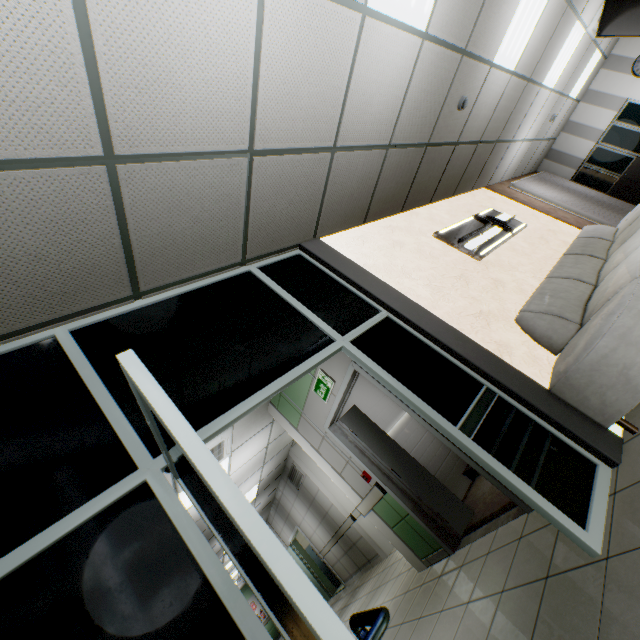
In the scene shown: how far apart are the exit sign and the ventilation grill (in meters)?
5.23

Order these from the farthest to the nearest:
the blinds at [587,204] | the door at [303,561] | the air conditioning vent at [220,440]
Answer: the door at [303,561], the blinds at [587,204], the air conditioning vent at [220,440]

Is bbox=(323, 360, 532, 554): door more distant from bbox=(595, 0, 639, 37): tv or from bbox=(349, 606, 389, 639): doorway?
bbox=(595, 0, 639, 37): tv

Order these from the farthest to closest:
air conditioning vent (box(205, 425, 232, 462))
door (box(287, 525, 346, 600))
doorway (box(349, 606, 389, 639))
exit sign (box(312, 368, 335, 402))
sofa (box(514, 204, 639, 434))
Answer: door (box(287, 525, 346, 600))
air conditioning vent (box(205, 425, 232, 462))
exit sign (box(312, 368, 335, 402))
sofa (box(514, 204, 639, 434))
doorway (box(349, 606, 389, 639))

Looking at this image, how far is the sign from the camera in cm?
448

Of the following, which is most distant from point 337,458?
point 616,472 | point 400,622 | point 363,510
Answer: point 616,472

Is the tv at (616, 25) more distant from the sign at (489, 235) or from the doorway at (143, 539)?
the doorway at (143, 539)

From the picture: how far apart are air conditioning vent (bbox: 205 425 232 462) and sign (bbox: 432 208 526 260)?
4.2m
